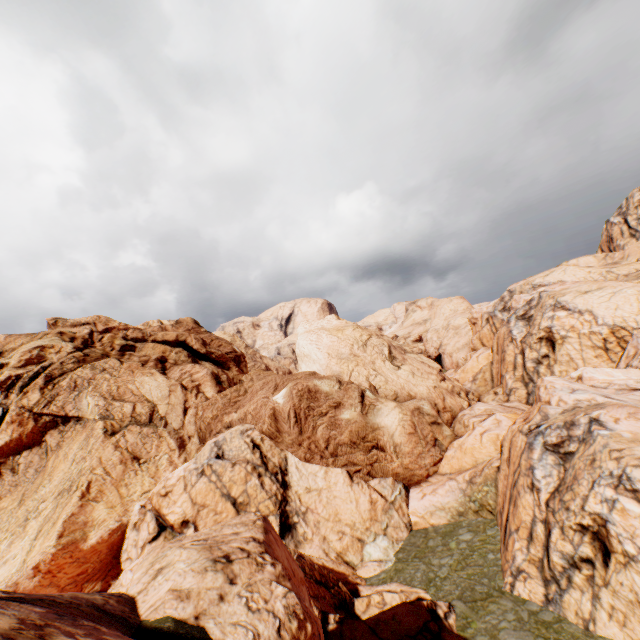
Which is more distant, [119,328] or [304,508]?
[119,328]
